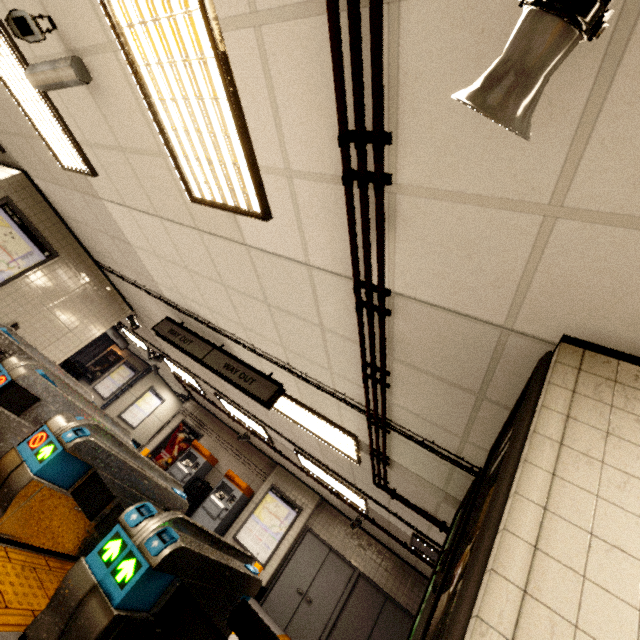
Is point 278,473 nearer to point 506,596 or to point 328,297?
point 328,297

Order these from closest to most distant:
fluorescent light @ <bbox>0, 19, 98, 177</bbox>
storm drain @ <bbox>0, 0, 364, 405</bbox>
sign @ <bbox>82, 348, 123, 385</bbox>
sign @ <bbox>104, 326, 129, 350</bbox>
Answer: storm drain @ <bbox>0, 0, 364, 405</bbox>
fluorescent light @ <bbox>0, 19, 98, 177</bbox>
sign @ <bbox>104, 326, 129, 350</bbox>
sign @ <bbox>82, 348, 123, 385</bbox>

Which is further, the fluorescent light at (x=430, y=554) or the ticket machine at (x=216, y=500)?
the ticket machine at (x=216, y=500)

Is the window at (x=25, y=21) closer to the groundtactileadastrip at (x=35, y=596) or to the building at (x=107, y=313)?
the groundtactileadastrip at (x=35, y=596)

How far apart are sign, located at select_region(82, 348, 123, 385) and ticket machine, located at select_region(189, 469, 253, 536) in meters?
8.8 m

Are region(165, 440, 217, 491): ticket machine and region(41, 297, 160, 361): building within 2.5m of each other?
no

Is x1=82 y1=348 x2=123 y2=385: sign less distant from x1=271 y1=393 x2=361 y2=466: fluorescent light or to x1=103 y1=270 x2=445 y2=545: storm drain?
x1=103 y1=270 x2=445 y2=545: storm drain

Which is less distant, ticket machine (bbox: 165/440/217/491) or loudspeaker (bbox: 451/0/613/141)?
loudspeaker (bbox: 451/0/613/141)
